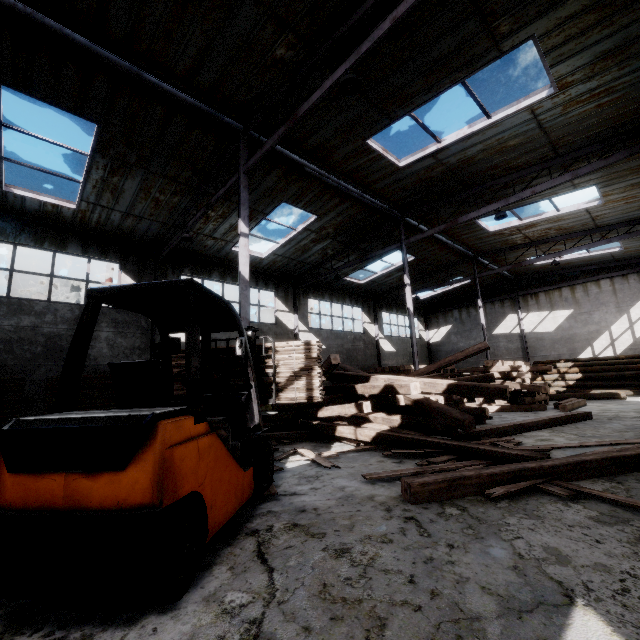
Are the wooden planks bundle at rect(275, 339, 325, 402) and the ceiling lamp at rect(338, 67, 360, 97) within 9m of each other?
yes

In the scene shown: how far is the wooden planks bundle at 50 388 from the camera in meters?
9.9

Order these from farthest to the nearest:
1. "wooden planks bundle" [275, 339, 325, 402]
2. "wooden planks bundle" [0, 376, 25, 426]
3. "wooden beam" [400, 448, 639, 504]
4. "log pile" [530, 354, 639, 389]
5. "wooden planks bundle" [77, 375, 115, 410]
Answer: "log pile" [530, 354, 639, 389]
"wooden planks bundle" [77, 375, 115, 410]
"wooden planks bundle" [0, 376, 25, 426]
"wooden planks bundle" [275, 339, 325, 402]
"wooden beam" [400, 448, 639, 504]

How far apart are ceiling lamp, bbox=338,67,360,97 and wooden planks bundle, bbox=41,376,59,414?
11.0m

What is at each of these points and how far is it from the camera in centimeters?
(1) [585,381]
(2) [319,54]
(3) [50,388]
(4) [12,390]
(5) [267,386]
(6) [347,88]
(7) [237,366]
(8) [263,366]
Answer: (1) log pile, 1788cm
(2) roof support, 682cm
(3) wooden planks bundle, 1002cm
(4) wooden planks bundle, 945cm
(5) wooden planks bundle, 510cm
(6) ceiling lamp, 622cm
(7) wooden planks bundle, 522cm
(8) wooden planks bundle, 516cm

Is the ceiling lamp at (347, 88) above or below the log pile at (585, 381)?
above

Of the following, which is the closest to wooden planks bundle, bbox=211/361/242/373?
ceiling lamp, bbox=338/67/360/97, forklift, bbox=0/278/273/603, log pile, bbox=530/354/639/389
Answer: forklift, bbox=0/278/273/603

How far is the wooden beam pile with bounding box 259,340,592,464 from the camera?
5.8 meters
